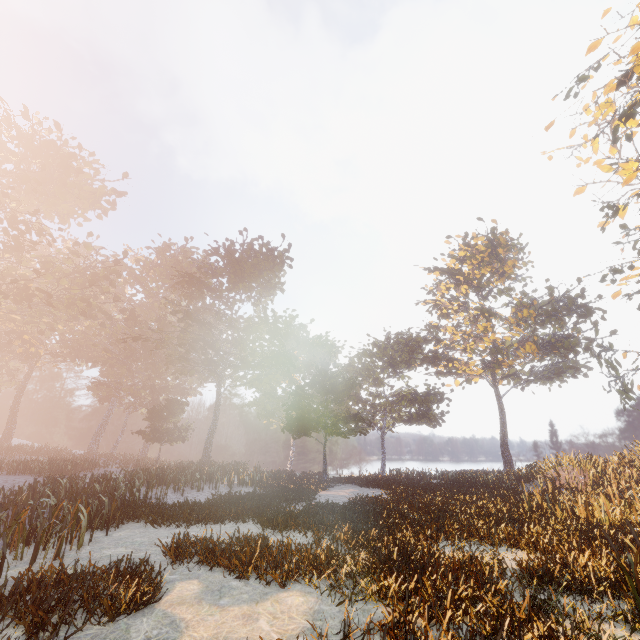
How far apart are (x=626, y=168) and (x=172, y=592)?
34.4 meters

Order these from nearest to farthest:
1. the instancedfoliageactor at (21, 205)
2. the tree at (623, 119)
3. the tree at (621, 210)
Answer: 1. the instancedfoliageactor at (21, 205)
2. the tree at (623, 119)
3. the tree at (621, 210)

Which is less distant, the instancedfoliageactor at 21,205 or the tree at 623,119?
the instancedfoliageactor at 21,205

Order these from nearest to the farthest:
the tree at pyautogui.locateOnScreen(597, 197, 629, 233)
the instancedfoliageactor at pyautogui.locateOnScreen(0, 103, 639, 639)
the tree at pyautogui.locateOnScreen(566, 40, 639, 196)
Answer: the instancedfoliageactor at pyautogui.locateOnScreen(0, 103, 639, 639) → the tree at pyautogui.locateOnScreen(566, 40, 639, 196) → the tree at pyautogui.locateOnScreen(597, 197, 629, 233)

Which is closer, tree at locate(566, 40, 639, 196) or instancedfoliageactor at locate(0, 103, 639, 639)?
instancedfoliageactor at locate(0, 103, 639, 639)

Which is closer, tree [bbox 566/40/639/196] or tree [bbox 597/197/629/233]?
tree [bbox 566/40/639/196]

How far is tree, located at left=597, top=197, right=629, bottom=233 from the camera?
24.17m
